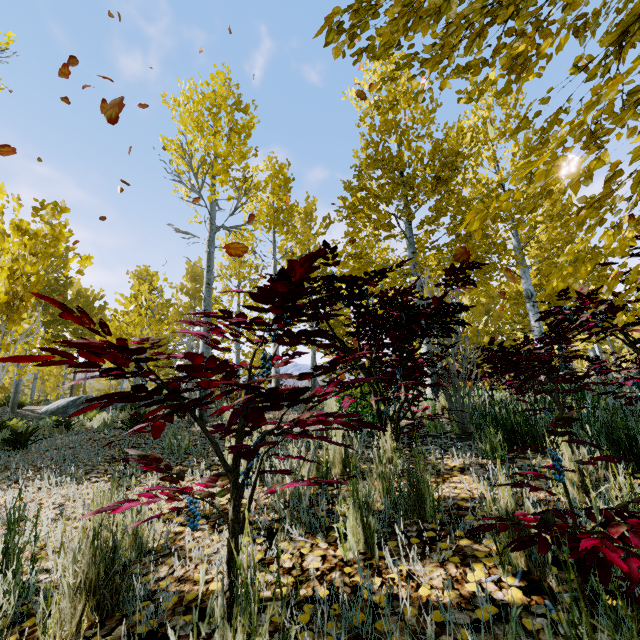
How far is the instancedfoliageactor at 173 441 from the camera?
3.9 meters

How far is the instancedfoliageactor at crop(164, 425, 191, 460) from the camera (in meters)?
3.89

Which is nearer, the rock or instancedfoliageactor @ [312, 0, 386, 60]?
instancedfoliageactor @ [312, 0, 386, 60]

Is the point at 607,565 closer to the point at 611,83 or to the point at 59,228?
the point at 611,83

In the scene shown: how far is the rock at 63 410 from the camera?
14.2 meters

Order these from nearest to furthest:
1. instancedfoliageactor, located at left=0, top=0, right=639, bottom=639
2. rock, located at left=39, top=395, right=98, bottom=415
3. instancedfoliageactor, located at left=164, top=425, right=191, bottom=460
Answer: instancedfoliageactor, located at left=0, top=0, right=639, bottom=639 < instancedfoliageactor, located at left=164, top=425, right=191, bottom=460 < rock, located at left=39, top=395, right=98, bottom=415
